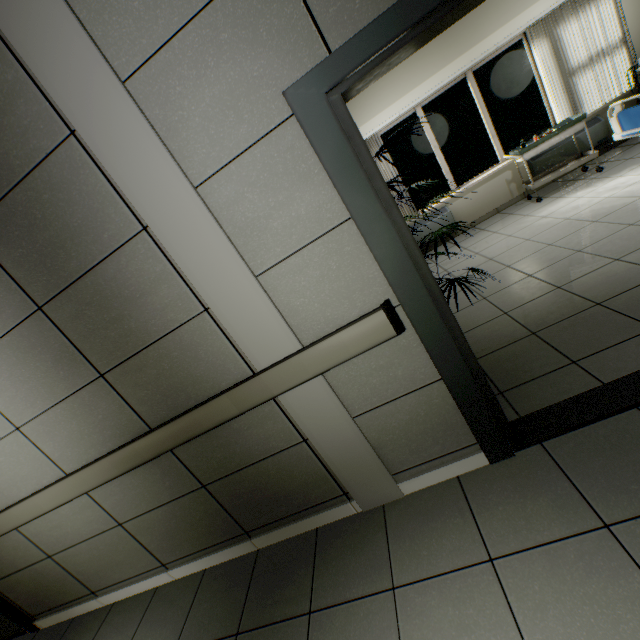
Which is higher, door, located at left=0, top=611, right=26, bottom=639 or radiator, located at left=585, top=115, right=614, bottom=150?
radiator, located at left=585, top=115, right=614, bottom=150

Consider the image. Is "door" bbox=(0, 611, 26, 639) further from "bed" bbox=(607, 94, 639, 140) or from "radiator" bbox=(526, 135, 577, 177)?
"radiator" bbox=(526, 135, 577, 177)

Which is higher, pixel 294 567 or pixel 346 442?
pixel 346 442

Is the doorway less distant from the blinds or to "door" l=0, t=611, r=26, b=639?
"door" l=0, t=611, r=26, b=639

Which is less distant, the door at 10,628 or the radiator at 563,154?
the door at 10,628

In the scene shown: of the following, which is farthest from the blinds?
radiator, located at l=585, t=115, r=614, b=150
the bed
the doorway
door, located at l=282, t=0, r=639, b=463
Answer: the doorway

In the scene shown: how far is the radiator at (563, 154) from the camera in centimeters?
Answer: 543cm

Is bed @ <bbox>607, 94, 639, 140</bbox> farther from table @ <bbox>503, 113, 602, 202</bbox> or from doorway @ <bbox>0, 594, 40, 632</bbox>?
doorway @ <bbox>0, 594, 40, 632</bbox>
